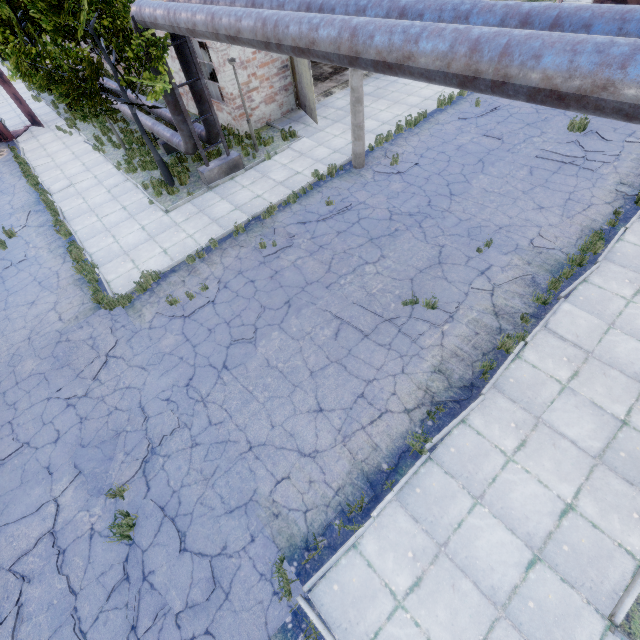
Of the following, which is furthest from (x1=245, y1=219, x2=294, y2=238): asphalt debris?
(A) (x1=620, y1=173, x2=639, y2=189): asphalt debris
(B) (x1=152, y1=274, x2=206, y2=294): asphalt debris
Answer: (A) (x1=620, y1=173, x2=639, y2=189): asphalt debris

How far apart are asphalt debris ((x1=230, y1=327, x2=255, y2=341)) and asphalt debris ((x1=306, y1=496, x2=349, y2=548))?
3.2 meters

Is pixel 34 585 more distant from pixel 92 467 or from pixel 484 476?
pixel 484 476

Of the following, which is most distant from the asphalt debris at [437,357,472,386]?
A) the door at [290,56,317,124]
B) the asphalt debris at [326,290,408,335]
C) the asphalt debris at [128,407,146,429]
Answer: the door at [290,56,317,124]

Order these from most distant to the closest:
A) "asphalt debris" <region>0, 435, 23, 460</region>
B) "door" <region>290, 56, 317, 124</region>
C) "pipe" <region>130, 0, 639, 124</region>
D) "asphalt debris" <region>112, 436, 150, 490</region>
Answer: "door" <region>290, 56, 317, 124</region> < "asphalt debris" <region>0, 435, 23, 460</region> < "asphalt debris" <region>112, 436, 150, 490</region> < "pipe" <region>130, 0, 639, 124</region>

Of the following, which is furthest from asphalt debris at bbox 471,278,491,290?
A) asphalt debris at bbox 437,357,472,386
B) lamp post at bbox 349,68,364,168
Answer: lamp post at bbox 349,68,364,168

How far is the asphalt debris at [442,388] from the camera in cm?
649

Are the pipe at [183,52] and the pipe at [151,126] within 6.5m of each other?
yes
